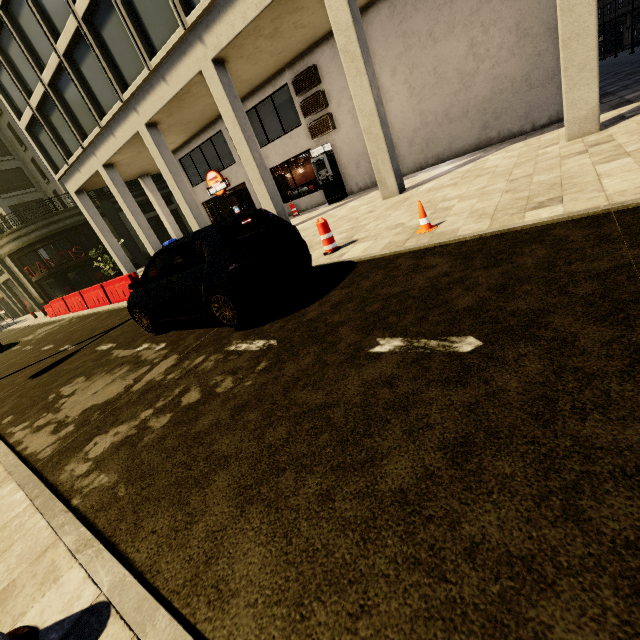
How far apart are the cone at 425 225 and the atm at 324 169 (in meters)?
10.27

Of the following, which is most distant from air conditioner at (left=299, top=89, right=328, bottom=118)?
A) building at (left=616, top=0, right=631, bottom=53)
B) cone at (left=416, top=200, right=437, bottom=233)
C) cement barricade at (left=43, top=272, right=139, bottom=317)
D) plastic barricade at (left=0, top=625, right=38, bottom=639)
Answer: building at (left=616, top=0, right=631, bottom=53)

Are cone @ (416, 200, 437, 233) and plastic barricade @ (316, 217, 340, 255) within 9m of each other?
yes

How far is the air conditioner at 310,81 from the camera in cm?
1338

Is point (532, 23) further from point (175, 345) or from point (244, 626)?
point (244, 626)

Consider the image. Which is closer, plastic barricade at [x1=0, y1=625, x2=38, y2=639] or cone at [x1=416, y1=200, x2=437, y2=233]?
plastic barricade at [x1=0, y1=625, x2=38, y2=639]

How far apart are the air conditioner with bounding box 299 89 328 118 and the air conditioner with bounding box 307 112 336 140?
0.2m

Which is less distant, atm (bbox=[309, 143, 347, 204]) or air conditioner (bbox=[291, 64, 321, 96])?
air conditioner (bbox=[291, 64, 321, 96])
